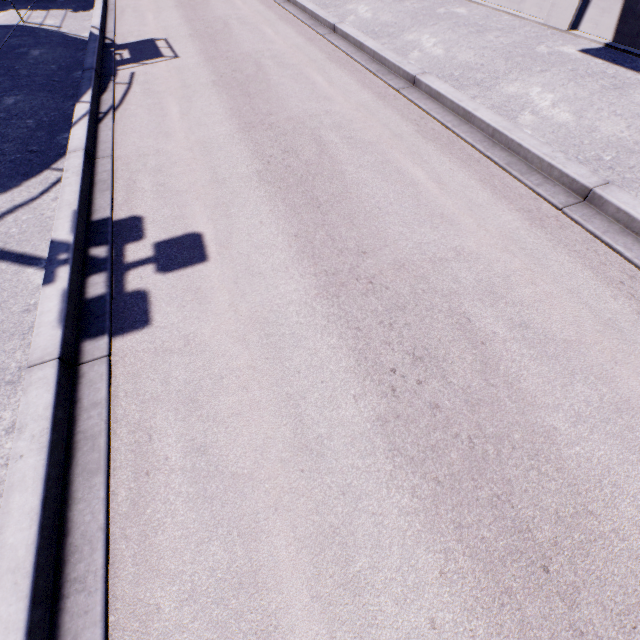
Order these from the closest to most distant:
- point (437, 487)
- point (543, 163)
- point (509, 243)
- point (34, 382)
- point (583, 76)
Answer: point (437, 487)
point (34, 382)
point (509, 243)
point (543, 163)
point (583, 76)
